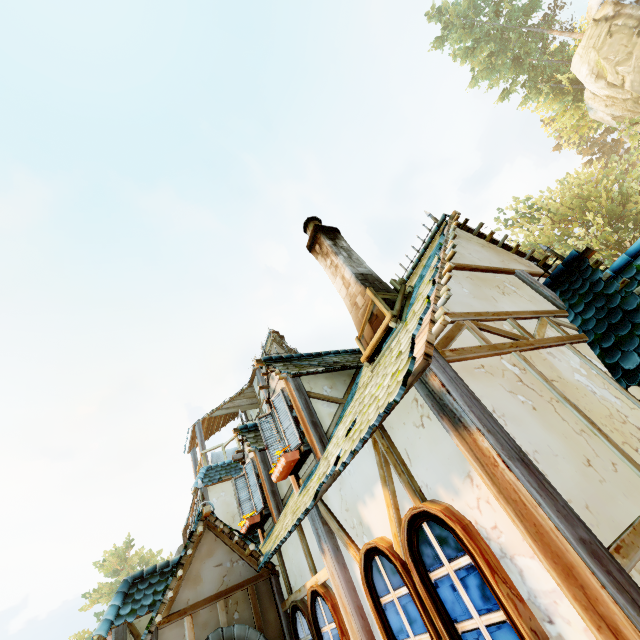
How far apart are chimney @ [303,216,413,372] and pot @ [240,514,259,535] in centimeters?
463cm

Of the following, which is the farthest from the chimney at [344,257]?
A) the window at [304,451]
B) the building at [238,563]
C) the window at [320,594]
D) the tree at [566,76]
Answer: the tree at [566,76]

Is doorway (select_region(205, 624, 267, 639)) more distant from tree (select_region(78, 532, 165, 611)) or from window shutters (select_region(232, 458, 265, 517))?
tree (select_region(78, 532, 165, 611))

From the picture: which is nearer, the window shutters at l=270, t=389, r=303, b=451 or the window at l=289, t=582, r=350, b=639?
the window at l=289, t=582, r=350, b=639

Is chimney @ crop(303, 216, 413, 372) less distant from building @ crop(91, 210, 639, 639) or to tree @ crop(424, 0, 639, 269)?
building @ crop(91, 210, 639, 639)

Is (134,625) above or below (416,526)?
above

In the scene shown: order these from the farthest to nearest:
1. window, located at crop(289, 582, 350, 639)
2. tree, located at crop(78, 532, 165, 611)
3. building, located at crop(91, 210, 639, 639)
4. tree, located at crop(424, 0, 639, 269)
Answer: tree, located at crop(78, 532, 165, 611) < tree, located at crop(424, 0, 639, 269) < window, located at crop(289, 582, 350, 639) < building, located at crop(91, 210, 639, 639)

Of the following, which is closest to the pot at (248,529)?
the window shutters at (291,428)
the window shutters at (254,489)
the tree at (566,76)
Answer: the window shutters at (254,489)
